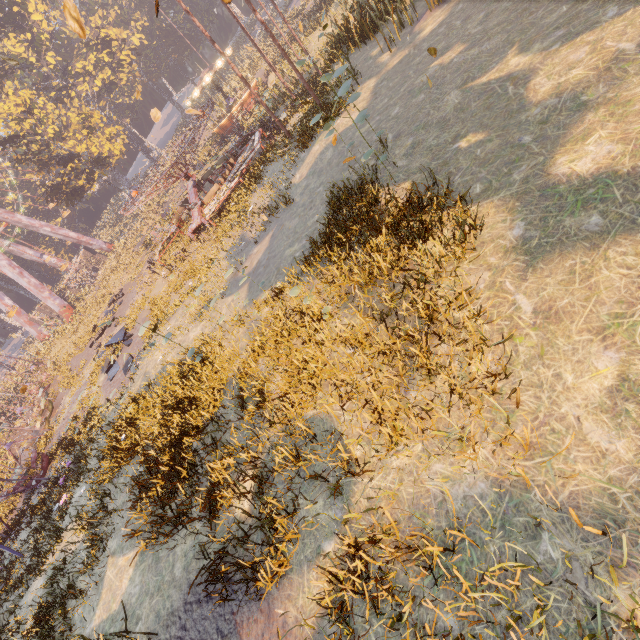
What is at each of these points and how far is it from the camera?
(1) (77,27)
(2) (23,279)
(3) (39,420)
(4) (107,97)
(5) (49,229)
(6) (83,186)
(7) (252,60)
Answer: (1) leaf, 4.2m
(2) metal support, 41.2m
(3) swing, 21.7m
(4) instancedfoliageactor, 58.3m
(5) metal support, 46.8m
(6) tree, 43.2m
(7) instancedfoliageactor, 47.8m

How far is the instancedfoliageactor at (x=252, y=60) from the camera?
39.8 meters

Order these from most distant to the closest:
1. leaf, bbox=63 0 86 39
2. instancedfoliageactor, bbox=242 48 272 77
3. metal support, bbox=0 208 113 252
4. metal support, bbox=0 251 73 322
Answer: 1. metal support, bbox=0 208 113 252
2. metal support, bbox=0 251 73 322
3. instancedfoliageactor, bbox=242 48 272 77
4. leaf, bbox=63 0 86 39

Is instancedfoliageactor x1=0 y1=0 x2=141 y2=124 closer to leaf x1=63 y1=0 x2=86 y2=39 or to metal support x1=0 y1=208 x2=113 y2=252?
metal support x1=0 y1=208 x2=113 y2=252

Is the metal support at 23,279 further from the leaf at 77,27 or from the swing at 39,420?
the leaf at 77,27

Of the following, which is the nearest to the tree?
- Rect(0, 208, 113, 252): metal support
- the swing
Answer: Rect(0, 208, 113, 252): metal support

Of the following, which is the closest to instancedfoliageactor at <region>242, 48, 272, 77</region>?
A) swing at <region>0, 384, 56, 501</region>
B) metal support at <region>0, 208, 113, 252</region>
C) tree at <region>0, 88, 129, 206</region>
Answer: tree at <region>0, 88, 129, 206</region>

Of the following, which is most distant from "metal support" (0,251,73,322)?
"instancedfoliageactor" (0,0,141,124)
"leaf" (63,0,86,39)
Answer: "leaf" (63,0,86,39)
